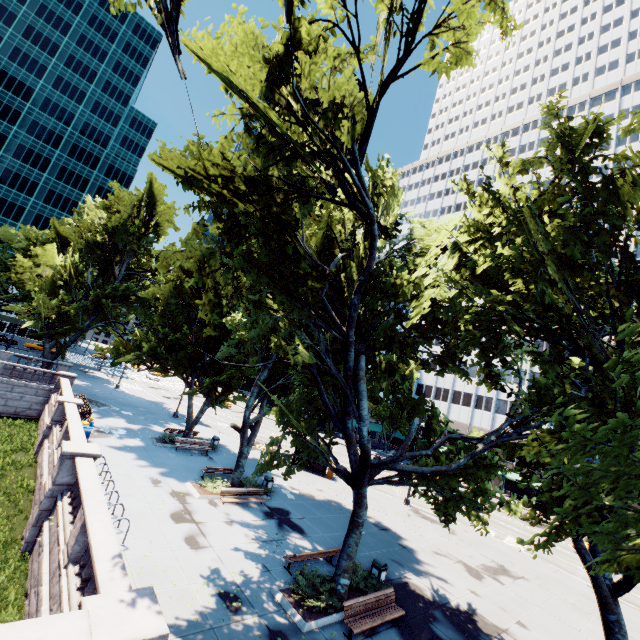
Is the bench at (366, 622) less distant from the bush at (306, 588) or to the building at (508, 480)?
the bush at (306, 588)

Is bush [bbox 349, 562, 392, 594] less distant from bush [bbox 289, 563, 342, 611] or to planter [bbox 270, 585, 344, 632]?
planter [bbox 270, 585, 344, 632]

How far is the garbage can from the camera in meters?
14.0 m

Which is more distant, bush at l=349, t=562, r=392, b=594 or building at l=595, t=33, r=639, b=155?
building at l=595, t=33, r=639, b=155

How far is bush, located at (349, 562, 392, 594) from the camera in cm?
1312

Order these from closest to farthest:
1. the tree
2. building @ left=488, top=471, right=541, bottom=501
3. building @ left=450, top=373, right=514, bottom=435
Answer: the tree
building @ left=488, top=471, right=541, bottom=501
building @ left=450, top=373, right=514, bottom=435

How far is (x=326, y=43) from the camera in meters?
11.1 m

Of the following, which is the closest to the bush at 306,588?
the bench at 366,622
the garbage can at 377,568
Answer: the bench at 366,622
